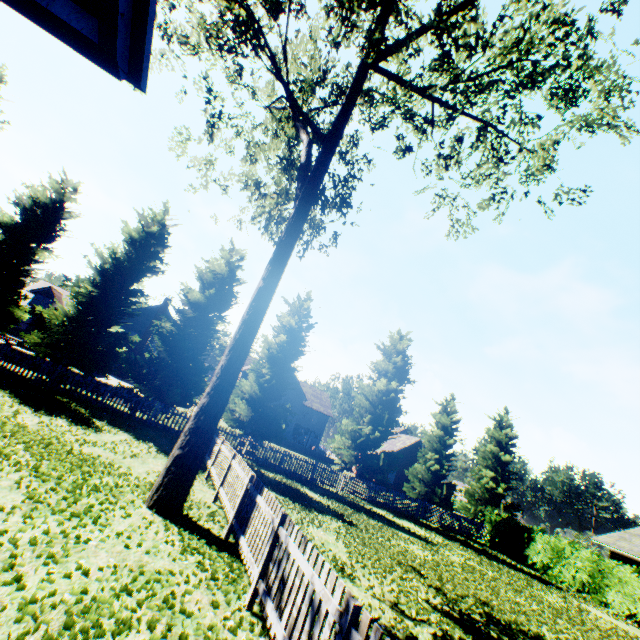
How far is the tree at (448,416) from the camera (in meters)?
27.23

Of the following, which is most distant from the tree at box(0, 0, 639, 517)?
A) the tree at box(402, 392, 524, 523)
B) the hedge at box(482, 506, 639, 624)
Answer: the hedge at box(482, 506, 639, 624)

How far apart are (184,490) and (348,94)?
11.6 meters

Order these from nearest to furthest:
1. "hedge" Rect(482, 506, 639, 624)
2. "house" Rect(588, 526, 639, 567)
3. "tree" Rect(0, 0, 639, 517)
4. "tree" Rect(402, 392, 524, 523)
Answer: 1. "tree" Rect(0, 0, 639, 517)
2. "hedge" Rect(482, 506, 639, 624)
3. "house" Rect(588, 526, 639, 567)
4. "tree" Rect(402, 392, 524, 523)

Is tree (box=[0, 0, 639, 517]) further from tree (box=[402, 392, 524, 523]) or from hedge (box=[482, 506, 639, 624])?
hedge (box=[482, 506, 639, 624])

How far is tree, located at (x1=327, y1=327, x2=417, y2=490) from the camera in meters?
24.4

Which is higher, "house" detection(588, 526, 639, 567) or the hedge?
"house" detection(588, 526, 639, 567)

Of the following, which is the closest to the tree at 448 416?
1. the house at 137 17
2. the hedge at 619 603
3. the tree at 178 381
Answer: the tree at 178 381
